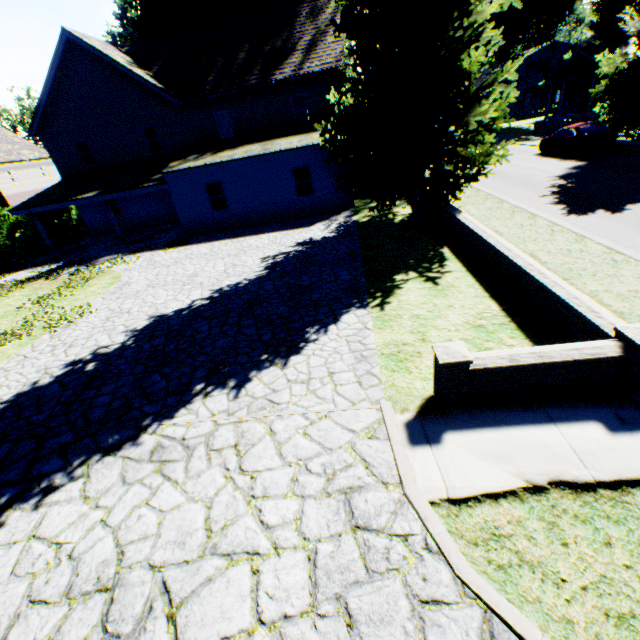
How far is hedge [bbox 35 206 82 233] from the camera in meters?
29.0

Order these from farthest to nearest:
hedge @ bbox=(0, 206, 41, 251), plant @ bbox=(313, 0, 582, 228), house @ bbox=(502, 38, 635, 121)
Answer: house @ bbox=(502, 38, 635, 121)
hedge @ bbox=(0, 206, 41, 251)
plant @ bbox=(313, 0, 582, 228)

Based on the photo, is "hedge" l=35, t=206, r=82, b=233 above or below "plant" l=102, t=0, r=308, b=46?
below

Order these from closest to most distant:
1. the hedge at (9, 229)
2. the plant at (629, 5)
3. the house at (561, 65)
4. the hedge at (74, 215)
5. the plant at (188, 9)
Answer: the plant at (629, 5) → the plant at (188, 9) → the hedge at (9, 229) → the hedge at (74, 215) → the house at (561, 65)

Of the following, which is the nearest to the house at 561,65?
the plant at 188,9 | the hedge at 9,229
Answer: the plant at 188,9

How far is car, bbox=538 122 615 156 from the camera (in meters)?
18.98

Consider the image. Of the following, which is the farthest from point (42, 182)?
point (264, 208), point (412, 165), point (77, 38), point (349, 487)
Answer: point (349, 487)

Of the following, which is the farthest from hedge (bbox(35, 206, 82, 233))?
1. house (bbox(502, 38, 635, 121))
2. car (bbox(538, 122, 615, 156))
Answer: house (bbox(502, 38, 635, 121))
